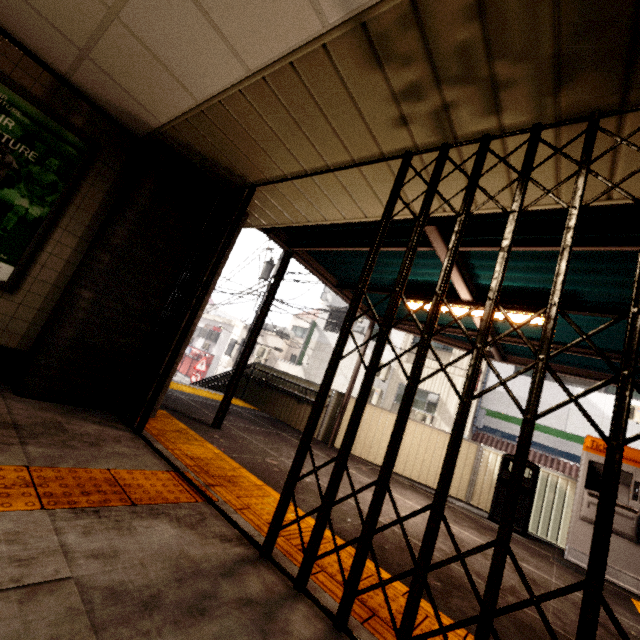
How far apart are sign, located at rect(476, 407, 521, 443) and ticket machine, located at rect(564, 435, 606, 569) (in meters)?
8.35

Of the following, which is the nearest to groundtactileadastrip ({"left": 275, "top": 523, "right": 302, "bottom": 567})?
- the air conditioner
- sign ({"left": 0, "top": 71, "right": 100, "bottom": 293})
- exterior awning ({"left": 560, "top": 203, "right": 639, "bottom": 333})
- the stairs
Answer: exterior awning ({"left": 560, "top": 203, "right": 639, "bottom": 333})

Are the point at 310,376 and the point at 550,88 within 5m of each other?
no

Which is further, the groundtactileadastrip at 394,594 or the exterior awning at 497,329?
the exterior awning at 497,329

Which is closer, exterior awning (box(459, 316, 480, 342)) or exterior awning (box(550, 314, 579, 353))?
exterior awning (box(550, 314, 579, 353))

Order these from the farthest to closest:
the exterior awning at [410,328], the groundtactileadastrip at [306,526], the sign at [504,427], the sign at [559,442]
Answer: the sign at [504,427] < the sign at [559,442] < the exterior awning at [410,328] < the groundtactileadastrip at [306,526]

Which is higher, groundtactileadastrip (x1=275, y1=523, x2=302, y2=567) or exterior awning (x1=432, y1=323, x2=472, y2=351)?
exterior awning (x1=432, y1=323, x2=472, y2=351)

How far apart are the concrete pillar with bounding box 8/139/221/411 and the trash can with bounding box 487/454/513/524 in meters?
5.7 m
